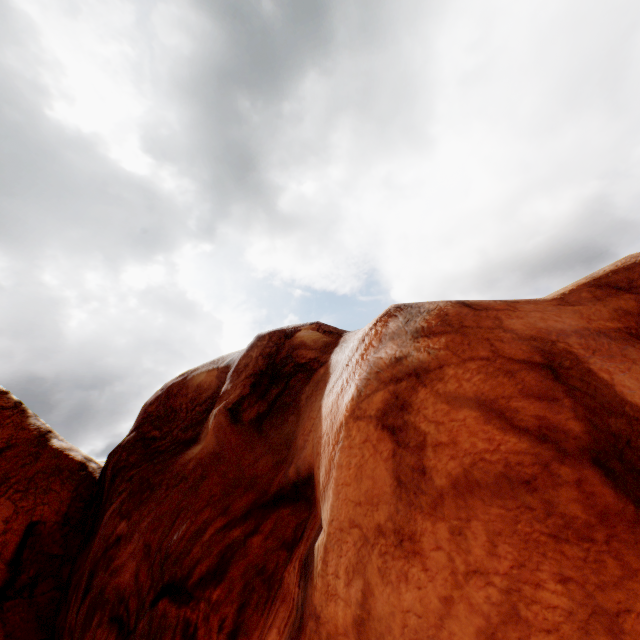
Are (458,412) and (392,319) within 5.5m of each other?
yes
